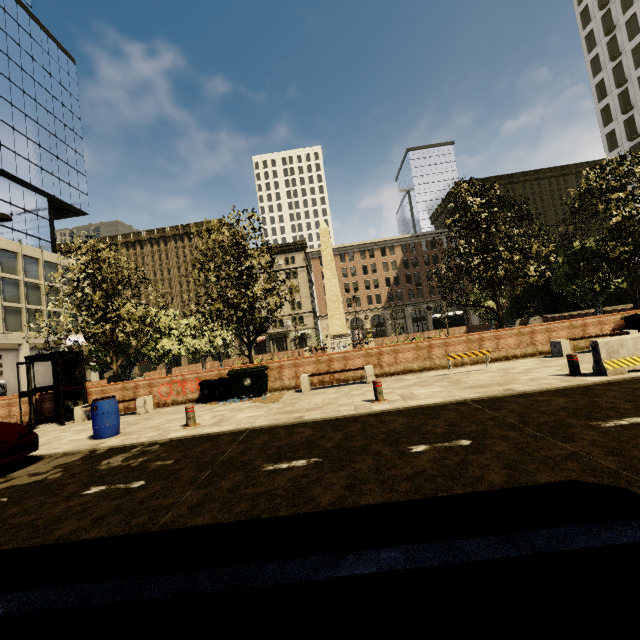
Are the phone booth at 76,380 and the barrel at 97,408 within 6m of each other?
yes

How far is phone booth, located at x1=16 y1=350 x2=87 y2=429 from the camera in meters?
11.8

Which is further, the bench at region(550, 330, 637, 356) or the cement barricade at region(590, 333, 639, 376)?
the bench at region(550, 330, 637, 356)

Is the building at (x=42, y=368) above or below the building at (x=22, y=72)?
below

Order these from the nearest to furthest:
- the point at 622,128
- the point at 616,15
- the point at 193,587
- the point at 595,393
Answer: the point at 193,587 < the point at 595,393 < the point at 616,15 < the point at 622,128

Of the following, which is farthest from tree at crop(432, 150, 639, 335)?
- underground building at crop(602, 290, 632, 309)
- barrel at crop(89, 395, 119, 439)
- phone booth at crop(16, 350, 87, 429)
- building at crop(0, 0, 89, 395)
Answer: building at crop(0, 0, 89, 395)

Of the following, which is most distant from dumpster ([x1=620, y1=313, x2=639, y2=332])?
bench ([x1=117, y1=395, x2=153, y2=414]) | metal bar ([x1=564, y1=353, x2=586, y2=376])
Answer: bench ([x1=117, y1=395, x2=153, y2=414])

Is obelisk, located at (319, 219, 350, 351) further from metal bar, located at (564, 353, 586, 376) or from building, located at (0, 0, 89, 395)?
building, located at (0, 0, 89, 395)
